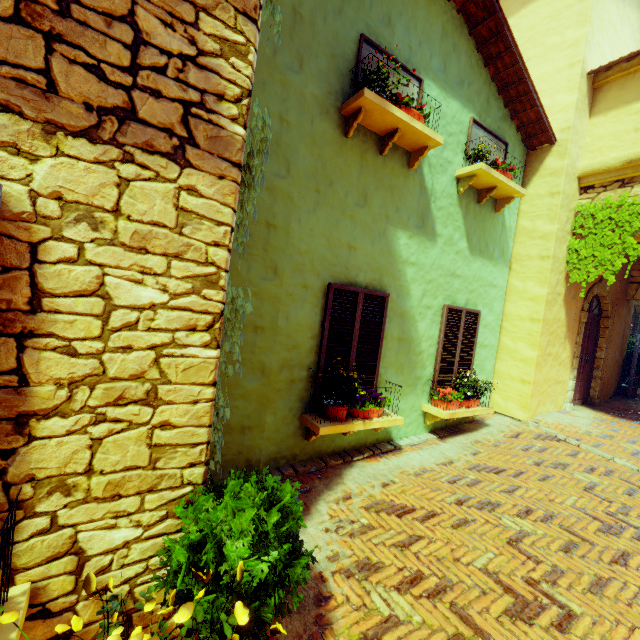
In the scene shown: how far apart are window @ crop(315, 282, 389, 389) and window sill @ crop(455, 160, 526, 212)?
2.4m

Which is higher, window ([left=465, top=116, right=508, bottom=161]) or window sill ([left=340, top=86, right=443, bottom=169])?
window ([left=465, top=116, right=508, bottom=161])

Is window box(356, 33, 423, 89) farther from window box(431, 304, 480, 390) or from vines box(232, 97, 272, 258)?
window box(431, 304, 480, 390)

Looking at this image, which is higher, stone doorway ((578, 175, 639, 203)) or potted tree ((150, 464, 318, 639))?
stone doorway ((578, 175, 639, 203))

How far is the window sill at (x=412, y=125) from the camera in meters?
4.0 m

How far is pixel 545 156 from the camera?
6.5 meters

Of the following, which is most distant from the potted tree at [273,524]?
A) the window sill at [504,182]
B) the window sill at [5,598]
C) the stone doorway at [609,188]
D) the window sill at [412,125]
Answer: the stone doorway at [609,188]

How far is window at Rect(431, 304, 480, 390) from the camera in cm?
575
